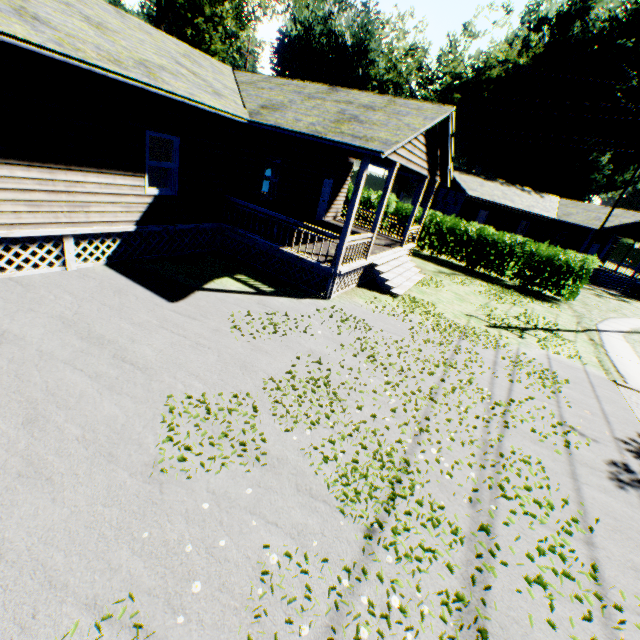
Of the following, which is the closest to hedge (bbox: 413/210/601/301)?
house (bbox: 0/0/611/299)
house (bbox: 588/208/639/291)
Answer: house (bbox: 0/0/611/299)

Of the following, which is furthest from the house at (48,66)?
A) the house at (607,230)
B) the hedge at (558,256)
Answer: the house at (607,230)

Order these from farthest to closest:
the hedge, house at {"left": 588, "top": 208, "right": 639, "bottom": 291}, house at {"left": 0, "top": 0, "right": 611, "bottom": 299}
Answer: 1. house at {"left": 588, "top": 208, "right": 639, "bottom": 291}
2. the hedge
3. house at {"left": 0, "top": 0, "right": 611, "bottom": 299}

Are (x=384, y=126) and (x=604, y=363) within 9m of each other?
no

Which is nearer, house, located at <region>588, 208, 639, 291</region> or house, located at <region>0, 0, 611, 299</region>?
house, located at <region>0, 0, 611, 299</region>

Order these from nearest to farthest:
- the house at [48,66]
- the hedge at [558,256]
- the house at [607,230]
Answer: the house at [48,66], the hedge at [558,256], the house at [607,230]
